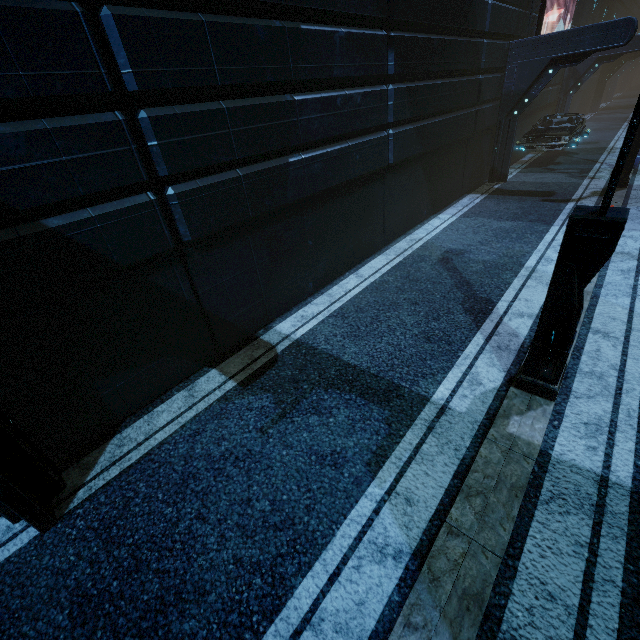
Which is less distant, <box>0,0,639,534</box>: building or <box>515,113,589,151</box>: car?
<box>0,0,639,534</box>: building

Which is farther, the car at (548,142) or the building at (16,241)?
the car at (548,142)

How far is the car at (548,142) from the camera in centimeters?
1453cm

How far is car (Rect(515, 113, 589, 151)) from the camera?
14.53m

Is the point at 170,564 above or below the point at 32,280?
below
